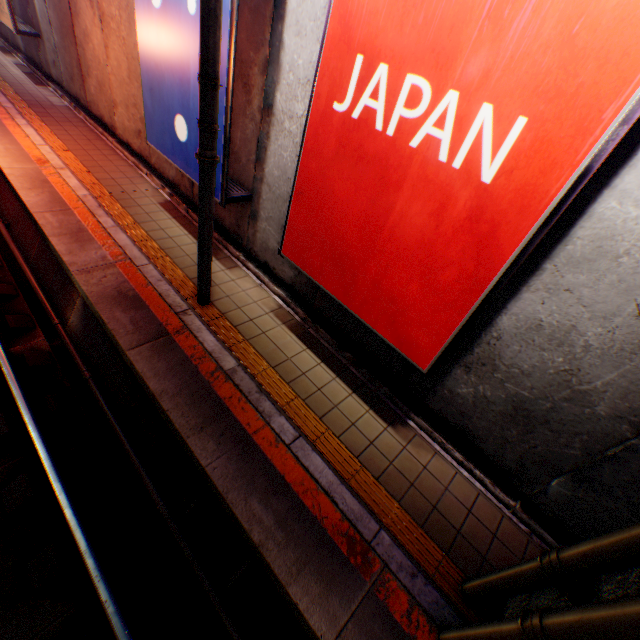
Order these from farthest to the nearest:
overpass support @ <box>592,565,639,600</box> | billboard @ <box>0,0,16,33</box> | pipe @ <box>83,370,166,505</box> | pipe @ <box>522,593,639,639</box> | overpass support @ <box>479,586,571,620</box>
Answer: billboard @ <box>0,0,16,33</box> < pipe @ <box>83,370,166,505</box> < overpass support @ <box>479,586,571,620</box> < overpass support @ <box>592,565,639,600</box> < pipe @ <box>522,593,639,639</box>

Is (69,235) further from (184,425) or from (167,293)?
(184,425)

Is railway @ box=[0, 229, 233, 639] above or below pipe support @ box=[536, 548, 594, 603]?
below

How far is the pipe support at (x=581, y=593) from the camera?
2.4 meters

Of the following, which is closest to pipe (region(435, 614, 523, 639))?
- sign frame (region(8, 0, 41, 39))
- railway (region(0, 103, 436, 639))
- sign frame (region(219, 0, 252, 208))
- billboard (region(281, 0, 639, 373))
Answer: railway (region(0, 103, 436, 639))

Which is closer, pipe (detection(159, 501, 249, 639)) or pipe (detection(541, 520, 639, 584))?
pipe (detection(541, 520, 639, 584))

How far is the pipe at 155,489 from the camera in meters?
4.2 m

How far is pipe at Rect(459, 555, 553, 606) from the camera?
2.6m
